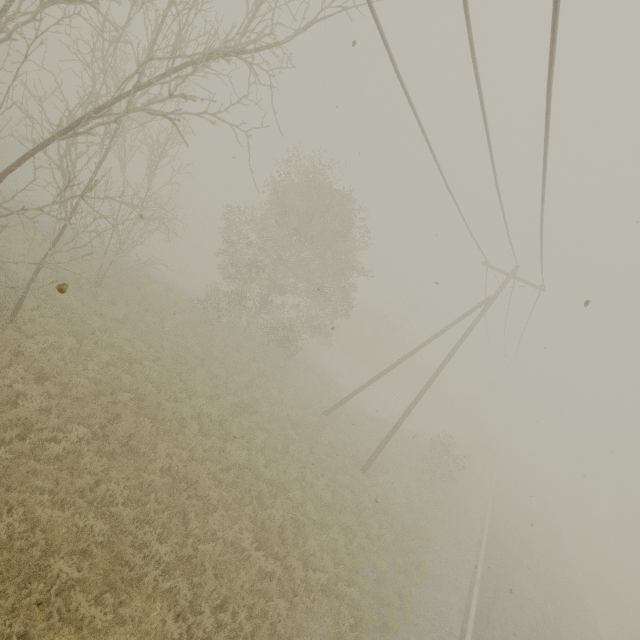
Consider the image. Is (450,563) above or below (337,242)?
below
